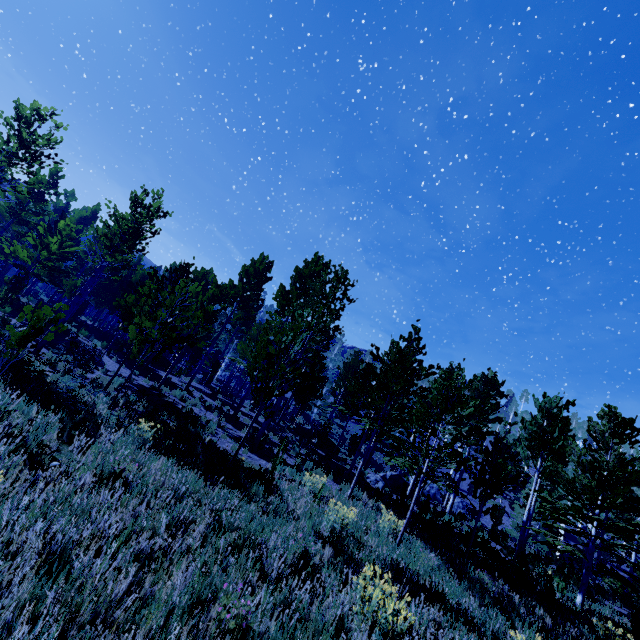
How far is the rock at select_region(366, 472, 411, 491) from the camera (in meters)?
17.31

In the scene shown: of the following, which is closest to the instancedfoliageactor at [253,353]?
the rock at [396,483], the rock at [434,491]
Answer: the rock at [396,483]

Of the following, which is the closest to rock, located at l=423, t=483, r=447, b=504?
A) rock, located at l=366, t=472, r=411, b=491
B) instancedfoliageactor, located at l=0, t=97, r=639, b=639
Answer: instancedfoliageactor, located at l=0, t=97, r=639, b=639

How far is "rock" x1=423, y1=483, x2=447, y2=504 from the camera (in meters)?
32.25

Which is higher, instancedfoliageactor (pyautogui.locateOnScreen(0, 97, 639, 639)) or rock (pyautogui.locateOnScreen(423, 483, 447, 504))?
instancedfoliageactor (pyautogui.locateOnScreen(0, 97, 639, 639))

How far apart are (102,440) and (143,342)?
5.2m

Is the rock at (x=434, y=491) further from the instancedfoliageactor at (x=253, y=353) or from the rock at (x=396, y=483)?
the rock at (x=396, y=483)
